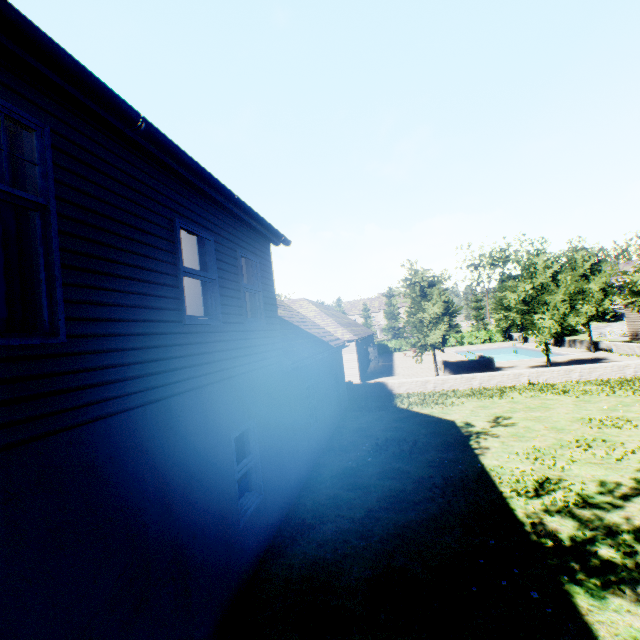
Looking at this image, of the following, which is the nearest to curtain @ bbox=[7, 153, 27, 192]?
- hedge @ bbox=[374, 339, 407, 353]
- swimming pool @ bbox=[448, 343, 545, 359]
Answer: swimming pool @ bbox=[448, 343, 545, 359]

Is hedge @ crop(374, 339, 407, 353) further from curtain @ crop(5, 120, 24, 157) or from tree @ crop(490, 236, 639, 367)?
curtain @ crop(5, 120, 24, 157)

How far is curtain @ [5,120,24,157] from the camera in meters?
3.0

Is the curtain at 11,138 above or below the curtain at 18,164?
above

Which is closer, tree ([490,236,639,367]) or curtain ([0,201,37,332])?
curtain ([0,201,37,332])

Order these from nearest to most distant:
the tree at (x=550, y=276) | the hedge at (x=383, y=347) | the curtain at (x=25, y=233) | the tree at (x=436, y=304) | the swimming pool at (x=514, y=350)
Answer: the curtain at (x=25, y=233) → the tree at (x=550, y=276) → the tree at (x=436, y=304) → the swimming pool at (x=514, y=350) → the hedge at (x=383, y=347)

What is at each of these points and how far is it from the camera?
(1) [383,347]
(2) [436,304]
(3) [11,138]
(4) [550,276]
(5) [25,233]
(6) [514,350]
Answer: (1) hedge, 50.69m
(2) tree, 19.91m
(3) curtain, 3.13m
(4) tree, 19.41m
(5) curtain, 3.08m
(6) swimming pool, 40.12m

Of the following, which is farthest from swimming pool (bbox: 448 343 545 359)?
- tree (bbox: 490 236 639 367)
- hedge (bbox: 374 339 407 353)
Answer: hedge (bbox: 374 339 407 353)
